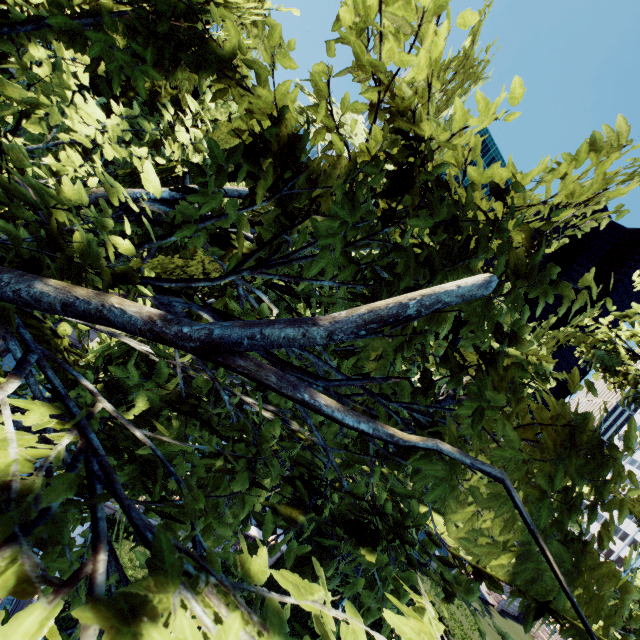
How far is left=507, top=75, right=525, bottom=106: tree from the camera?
2.6m

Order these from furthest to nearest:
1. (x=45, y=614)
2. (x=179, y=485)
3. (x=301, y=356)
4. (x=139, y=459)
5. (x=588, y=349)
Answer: (x=588, y=349)
(x=301, y=356)
(x=139, y=459)
(x=179, y=485)
(x=45, y=614)

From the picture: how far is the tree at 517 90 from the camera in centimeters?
263cm

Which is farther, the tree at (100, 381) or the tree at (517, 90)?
the tree at (517, 90)

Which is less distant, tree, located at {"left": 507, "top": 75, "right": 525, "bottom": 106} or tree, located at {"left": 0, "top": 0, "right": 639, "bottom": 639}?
tree, located at {"left": 0, "top": 0, "right": 639, "bottom": 639}

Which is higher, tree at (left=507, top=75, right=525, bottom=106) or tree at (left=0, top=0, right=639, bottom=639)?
tree at (left=507, top=75, right=525, bottom=106)
